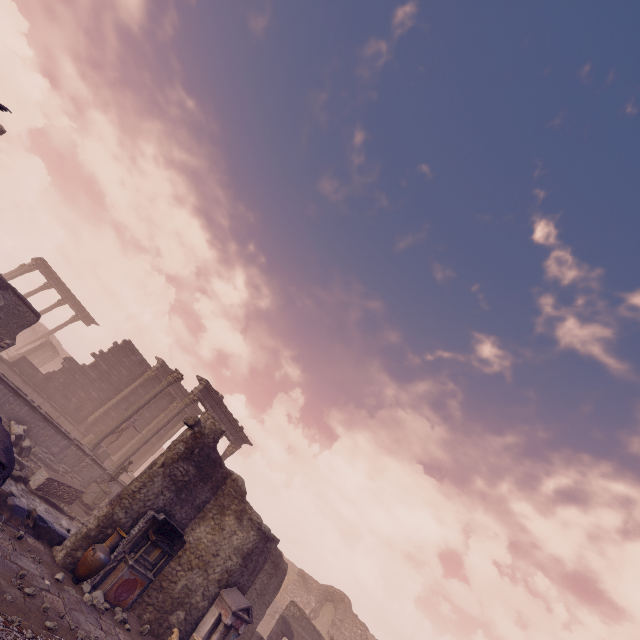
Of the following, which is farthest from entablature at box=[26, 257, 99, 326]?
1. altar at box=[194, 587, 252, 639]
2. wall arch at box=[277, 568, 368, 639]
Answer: altar at box=[194, 587, 252, 639]

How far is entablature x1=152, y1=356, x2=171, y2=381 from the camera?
24.11m

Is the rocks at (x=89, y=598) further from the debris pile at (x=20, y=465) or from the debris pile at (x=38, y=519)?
the debris pile at (x=20, y=465)

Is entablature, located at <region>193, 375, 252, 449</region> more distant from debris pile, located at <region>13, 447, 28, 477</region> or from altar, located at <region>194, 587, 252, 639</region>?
altar, located at <region>194, 587, 252, 639</region>

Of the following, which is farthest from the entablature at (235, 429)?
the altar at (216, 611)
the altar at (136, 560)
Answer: the altar at (216, 611)

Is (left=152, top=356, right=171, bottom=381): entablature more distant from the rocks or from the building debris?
the rocks

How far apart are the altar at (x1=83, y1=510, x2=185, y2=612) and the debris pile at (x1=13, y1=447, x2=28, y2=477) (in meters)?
5.15

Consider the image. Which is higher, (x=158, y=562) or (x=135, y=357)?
(x=135, y=357)
